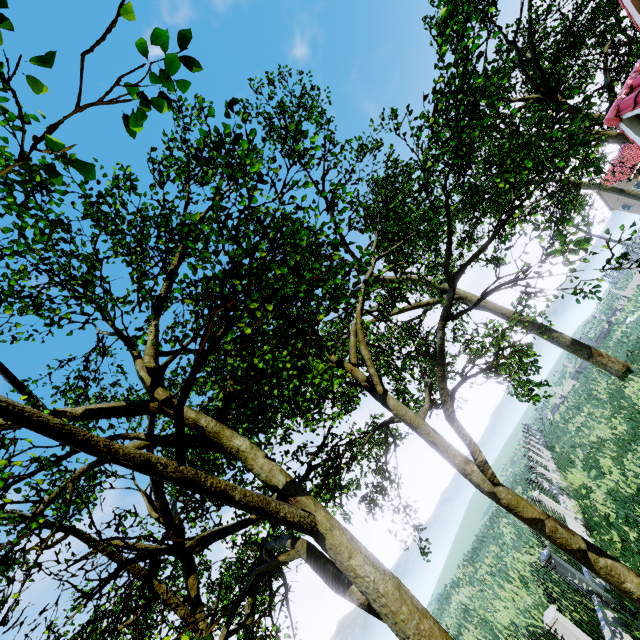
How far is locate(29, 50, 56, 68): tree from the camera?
2.0m

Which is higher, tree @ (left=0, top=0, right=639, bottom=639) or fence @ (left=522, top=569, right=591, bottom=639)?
tree @ (left=0, top=0, right=639, bottom=639)

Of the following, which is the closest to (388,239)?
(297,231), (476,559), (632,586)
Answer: (297,231)

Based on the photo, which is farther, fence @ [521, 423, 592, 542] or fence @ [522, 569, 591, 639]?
fence @ [521, 423, 592, 542]

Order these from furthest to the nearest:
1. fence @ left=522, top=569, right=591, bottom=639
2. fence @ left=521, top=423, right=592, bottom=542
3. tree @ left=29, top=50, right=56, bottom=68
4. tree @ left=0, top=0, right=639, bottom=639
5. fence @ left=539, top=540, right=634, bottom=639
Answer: fence @ left=521, top=423, right=592, bottom=542 < fence @ left=539, top=540, right=634, bottom=639 < fence @ left=522, top=569, right=591, bottom=639 < tree @ left=0, top=0, right=639, bottom=639 < tree @ left=29, top=50, right=56, bottom=68

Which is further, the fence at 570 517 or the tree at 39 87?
the fence at 570 517
